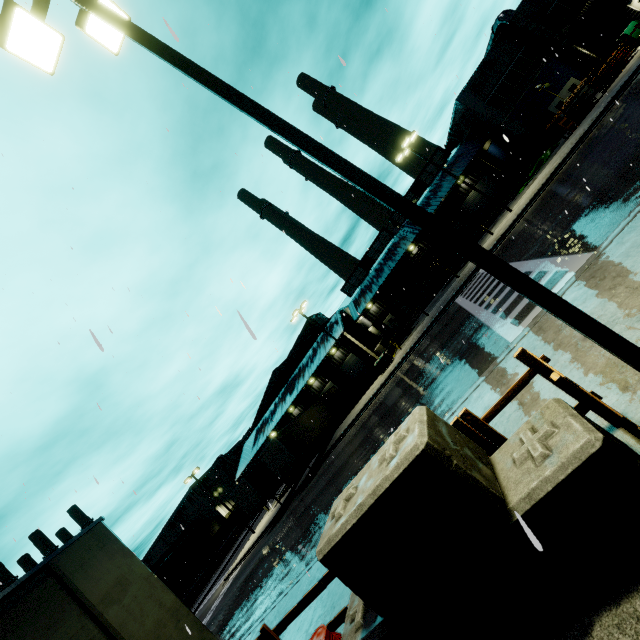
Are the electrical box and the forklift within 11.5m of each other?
yes

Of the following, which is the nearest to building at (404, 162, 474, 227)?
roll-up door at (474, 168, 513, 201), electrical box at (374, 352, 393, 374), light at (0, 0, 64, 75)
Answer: roll-up door at (474, 168, 513, 201)

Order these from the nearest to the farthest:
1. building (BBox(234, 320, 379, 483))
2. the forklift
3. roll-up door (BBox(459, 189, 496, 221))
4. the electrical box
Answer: the electrical box
the forklift
building (BBox(234, 320, 379, 483))
roll-up door (BBox(459, 189, 496, 221))

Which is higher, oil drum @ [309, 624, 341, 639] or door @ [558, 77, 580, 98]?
door @ [558, 77, 580, 98]

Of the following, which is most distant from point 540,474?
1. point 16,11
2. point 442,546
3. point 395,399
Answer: point 395,399

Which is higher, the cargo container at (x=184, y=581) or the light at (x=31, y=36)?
the light at (x=31, y=36)

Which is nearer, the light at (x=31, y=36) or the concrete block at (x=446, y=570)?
the concrete block at (x=446, y=570)

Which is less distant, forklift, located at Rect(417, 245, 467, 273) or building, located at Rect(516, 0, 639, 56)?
building, located at Rect(516, 0, 639, 56)
